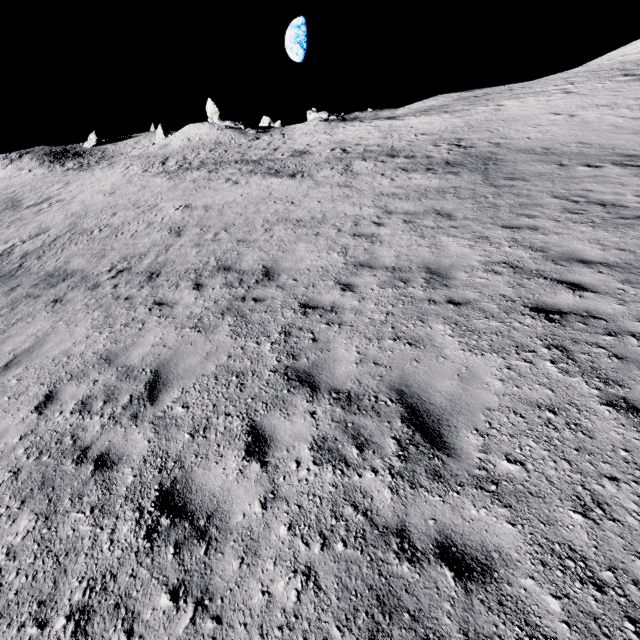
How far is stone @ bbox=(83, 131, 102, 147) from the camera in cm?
5866

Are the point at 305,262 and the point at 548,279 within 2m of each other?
no

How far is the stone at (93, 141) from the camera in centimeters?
5866cm
